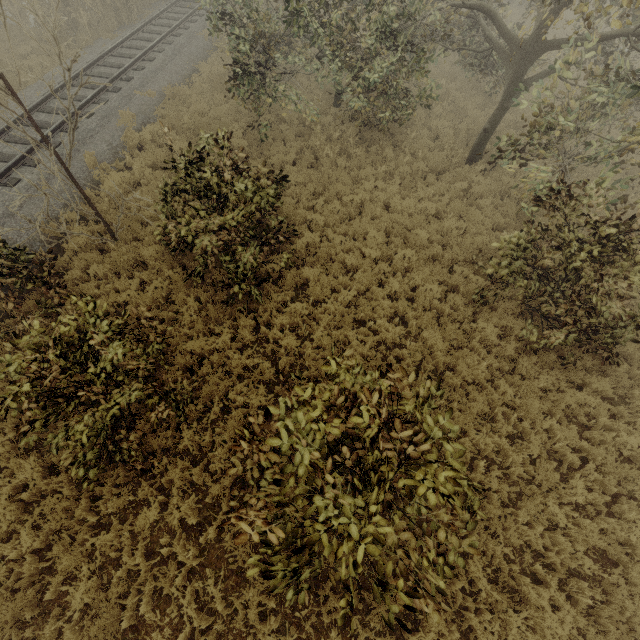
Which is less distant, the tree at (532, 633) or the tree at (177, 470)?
the tree at (532, 633)

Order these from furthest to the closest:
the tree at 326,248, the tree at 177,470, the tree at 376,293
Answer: the tree at 326,248, the tree at 376,293, the tree at 177,470

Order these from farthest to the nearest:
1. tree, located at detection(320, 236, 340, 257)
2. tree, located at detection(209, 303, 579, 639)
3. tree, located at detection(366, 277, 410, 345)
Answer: tree, located at detection(320, 236, 340, 257), tree, located at detection(366, 277, 410, 345), tree, located at detection(209, 303, 579, 639)

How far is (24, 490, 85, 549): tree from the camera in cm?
542

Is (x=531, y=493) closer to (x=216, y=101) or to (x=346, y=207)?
(x=346, y=207)

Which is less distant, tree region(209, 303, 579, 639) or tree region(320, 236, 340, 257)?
tree region(209, 303, 579, 639)
